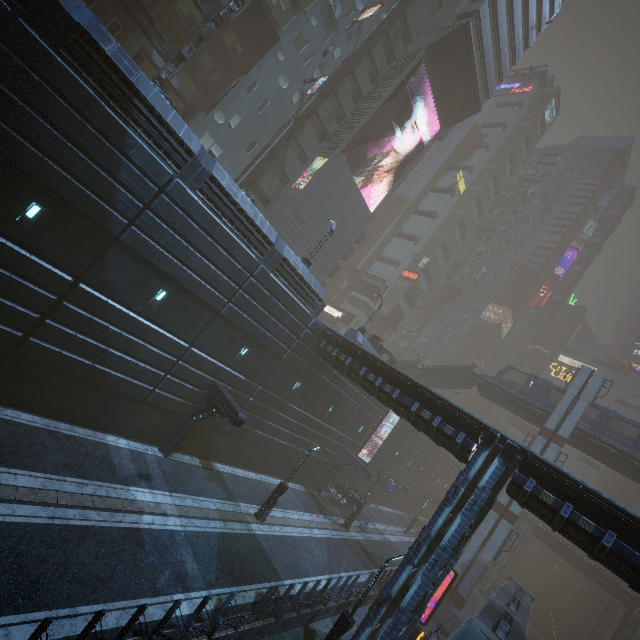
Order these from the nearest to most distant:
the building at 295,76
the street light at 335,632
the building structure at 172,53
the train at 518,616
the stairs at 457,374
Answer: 1. the street light at 335,632
2. the building at 295,76
3. the train at 518,616
4. the building structure at 172,53
5. the stairs at 457,374

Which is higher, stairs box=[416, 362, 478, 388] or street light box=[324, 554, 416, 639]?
stairs box=[416, 362, 478, 388]

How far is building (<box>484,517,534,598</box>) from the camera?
45.2 meters

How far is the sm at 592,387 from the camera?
32.09m

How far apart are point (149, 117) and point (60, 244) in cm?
617

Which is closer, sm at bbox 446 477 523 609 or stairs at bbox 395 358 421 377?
sm at bbox 446 477 523 609

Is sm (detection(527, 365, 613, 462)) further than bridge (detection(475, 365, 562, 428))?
No

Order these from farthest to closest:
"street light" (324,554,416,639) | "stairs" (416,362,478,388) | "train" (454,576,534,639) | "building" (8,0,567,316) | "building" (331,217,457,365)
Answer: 1. "stairs" (416,362,478,388)
2. "building" (331,217,457,365)
3. "train" (454,576,534,639)
4. "building" (8,0,567,316)
5. "street light" (324,554,416,639)
